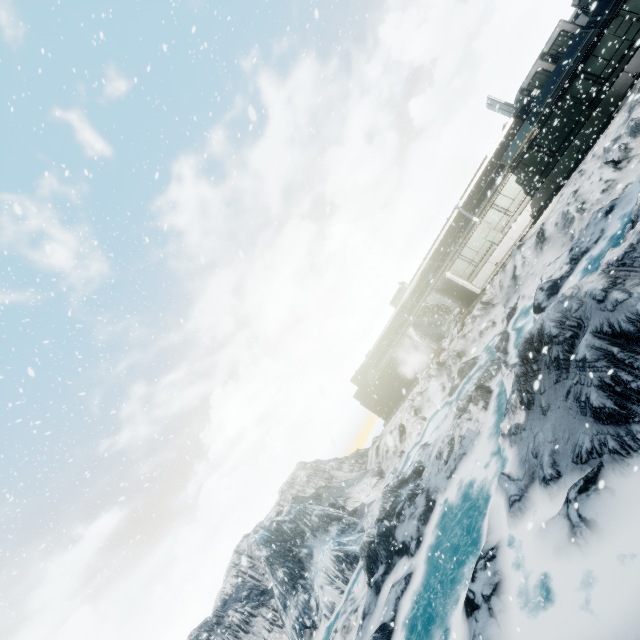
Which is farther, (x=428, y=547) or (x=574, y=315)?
(x=428, y=547)
